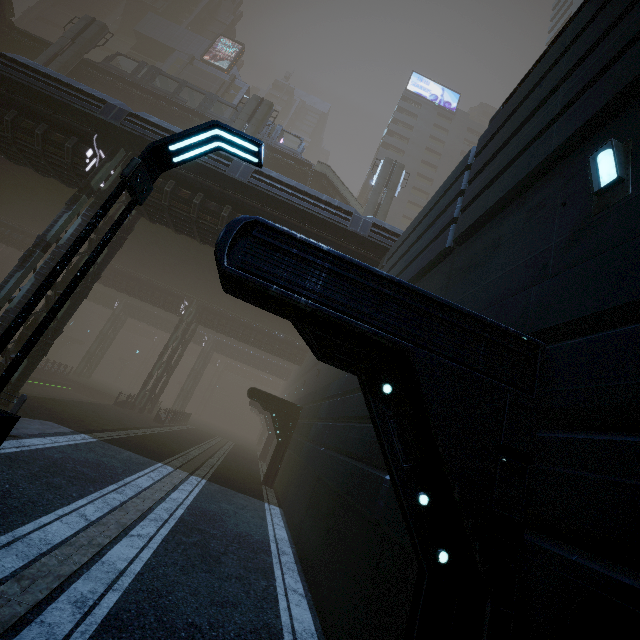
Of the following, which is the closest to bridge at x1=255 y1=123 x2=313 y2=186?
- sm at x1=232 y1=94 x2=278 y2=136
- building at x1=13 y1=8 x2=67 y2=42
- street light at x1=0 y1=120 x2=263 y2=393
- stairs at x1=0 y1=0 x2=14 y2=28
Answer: sm at x1=232 y1=94 x2=278 y2=136

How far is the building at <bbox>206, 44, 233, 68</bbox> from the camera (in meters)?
52.38

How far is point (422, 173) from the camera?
51.7m

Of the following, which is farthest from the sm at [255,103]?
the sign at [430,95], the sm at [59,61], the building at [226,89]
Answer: the sign at [430,95]

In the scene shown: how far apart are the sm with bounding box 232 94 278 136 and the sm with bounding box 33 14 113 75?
12.9 meters

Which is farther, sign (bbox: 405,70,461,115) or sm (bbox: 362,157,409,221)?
sign (bbox: 405,70,461,115)

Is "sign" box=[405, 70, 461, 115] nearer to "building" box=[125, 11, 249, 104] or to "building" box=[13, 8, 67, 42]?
"building" box=[13, 8, 67, 42]

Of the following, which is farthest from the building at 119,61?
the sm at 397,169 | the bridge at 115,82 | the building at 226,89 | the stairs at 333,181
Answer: the sm at 397,169
